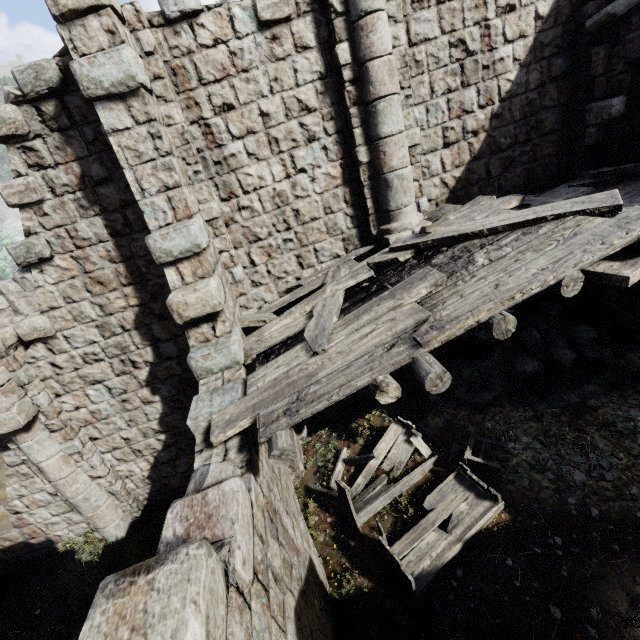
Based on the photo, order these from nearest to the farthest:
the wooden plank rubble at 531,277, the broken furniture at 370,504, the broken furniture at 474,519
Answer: the wooden plank rubble at 531,277 → the broken furniture at 474,519 → the broken furniture at 370,504

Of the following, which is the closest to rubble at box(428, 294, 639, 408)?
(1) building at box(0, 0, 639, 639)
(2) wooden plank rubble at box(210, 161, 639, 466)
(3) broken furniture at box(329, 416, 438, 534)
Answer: (1) building at box(0, 0, 639, 639)

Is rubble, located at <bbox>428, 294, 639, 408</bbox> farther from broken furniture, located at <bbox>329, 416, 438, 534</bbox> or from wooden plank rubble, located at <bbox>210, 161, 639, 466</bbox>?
wooden plank rubble, located at <bbox>210, 161, 639, 466</bbox>

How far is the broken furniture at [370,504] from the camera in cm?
654

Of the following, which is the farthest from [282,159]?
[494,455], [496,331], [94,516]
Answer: [94,516]

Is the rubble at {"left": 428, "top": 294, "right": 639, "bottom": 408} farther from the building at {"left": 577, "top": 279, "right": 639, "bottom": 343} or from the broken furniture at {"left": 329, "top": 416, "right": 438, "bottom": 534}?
the broken furniture at {"left": 329, "top": 416, "right": 438, "bottom": 534}

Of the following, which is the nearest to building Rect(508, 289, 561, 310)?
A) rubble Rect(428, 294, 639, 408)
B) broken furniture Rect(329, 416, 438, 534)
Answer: rubble Rect(428, 294, 639, 408)
